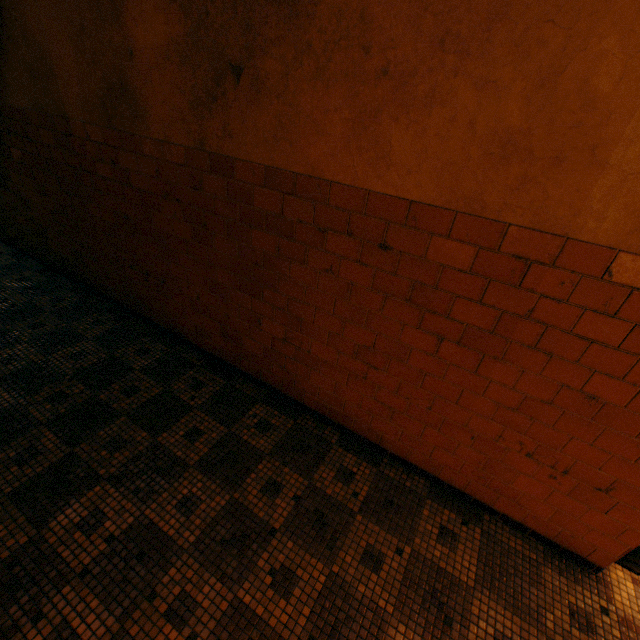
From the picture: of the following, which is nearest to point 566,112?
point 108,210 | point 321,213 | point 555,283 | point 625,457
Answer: point 555,283
